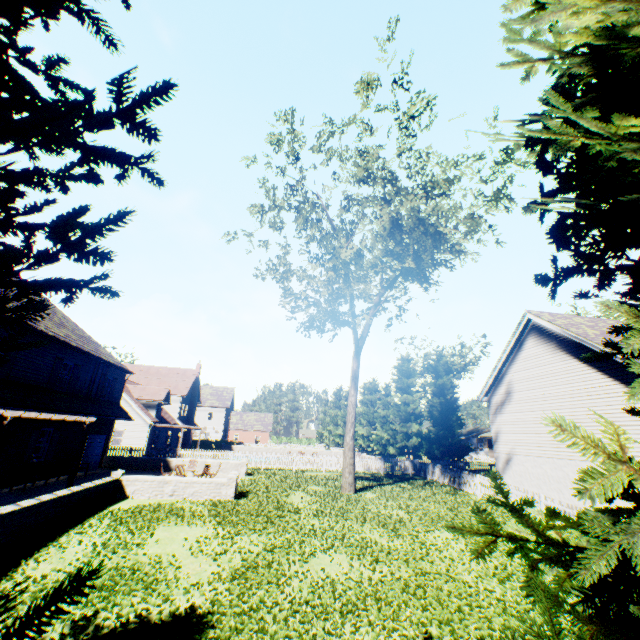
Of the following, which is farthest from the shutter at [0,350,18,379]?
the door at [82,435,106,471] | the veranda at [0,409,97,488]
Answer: the door at [82,435,106,471]

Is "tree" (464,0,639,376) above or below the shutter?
below

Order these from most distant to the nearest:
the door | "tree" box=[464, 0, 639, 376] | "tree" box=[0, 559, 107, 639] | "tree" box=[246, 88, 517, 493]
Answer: the door
"tree" box=[246, 88, 517, 493]
"tree" box=[464, 0, 639, 376]
"tree" box=[0, 559, 107, 639]

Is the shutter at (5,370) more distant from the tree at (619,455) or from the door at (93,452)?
the tree at (619,455)

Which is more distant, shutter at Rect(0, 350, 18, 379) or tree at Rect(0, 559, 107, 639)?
shutter at Rect(0, 350, 18, 379)

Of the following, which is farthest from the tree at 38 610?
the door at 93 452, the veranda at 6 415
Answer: the door at 93 452

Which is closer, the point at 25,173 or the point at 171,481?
the point at 25,173

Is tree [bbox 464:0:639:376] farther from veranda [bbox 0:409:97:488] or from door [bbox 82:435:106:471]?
door [bbox 82:435:106:471]
